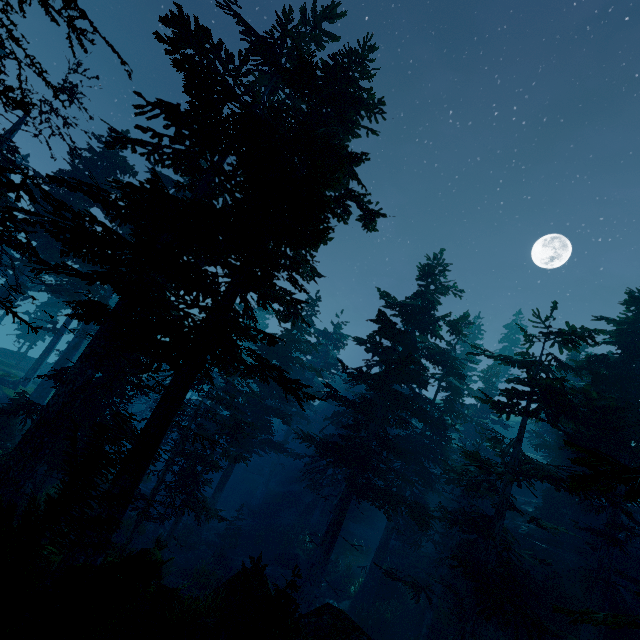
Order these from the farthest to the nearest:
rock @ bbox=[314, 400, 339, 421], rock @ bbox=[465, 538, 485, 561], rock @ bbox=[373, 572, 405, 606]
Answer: rock @ bbox=[314, 400, 339, 421] < rock @ bbox=[373, 572, 405, 606] < rock @ bbox=[465, 538, 485, 561]

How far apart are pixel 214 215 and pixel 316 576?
20.9 meters

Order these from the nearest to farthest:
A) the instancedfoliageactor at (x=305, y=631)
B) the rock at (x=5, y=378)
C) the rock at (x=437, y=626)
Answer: the instancedfoliageactor at (x=305, y=631) < the rock at (x=437, y=626) < the rock at (x=5, y=378)

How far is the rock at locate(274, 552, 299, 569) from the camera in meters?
24.1

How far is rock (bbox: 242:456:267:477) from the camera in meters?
38.8

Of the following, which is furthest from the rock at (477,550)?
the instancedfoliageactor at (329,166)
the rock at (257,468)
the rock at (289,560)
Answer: the rock at (257,468)

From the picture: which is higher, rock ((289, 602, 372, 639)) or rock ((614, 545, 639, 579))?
rock ((614, 545, 639, 579))

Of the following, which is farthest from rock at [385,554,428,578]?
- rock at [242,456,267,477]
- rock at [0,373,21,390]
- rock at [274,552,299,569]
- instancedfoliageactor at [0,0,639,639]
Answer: rock at [0,373,21,390]
